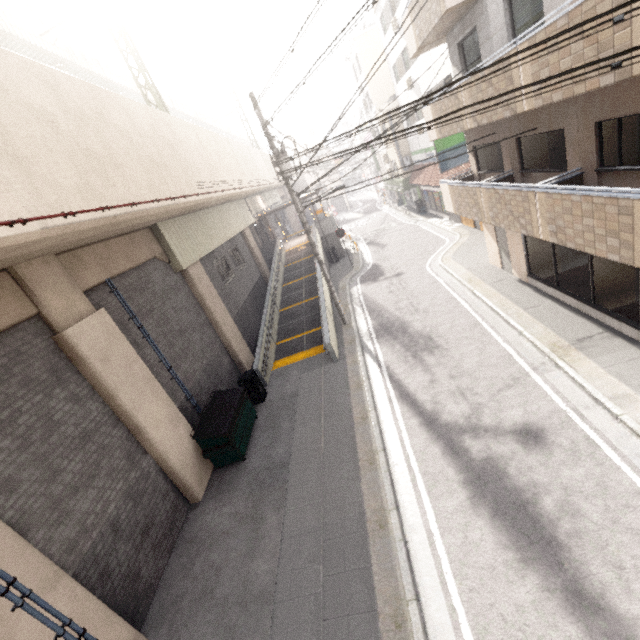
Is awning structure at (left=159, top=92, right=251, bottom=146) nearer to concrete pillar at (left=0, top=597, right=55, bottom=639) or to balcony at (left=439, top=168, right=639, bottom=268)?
concrete pillar at (left=0, top=597, right=55, bottom=639)

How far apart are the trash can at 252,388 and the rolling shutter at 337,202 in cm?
4424

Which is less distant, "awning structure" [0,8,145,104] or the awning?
"awning structure" [0,8,145,104]

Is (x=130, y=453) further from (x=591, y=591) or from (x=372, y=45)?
(x=372, y=45)

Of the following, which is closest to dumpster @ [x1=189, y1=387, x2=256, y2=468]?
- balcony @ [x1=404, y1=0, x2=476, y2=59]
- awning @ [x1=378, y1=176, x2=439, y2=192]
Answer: balcony @ [x1=404, y1=0, x2=476, y2=59]

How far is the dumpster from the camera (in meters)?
8.89

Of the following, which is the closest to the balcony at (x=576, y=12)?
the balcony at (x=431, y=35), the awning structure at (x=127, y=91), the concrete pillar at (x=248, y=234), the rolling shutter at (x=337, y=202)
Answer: the balcony at (x=431, y=35)

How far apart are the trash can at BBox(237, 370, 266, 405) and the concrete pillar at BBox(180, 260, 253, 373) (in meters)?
2.13
